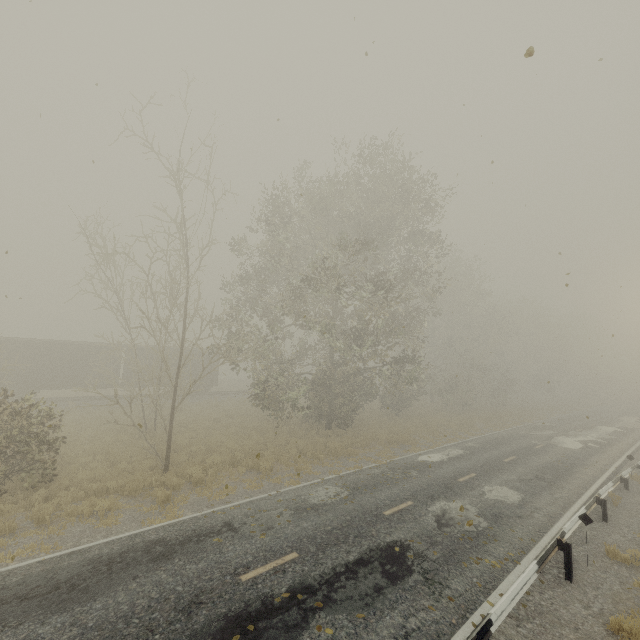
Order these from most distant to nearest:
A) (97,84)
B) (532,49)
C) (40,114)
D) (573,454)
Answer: (573,454) → (97,84) → (40,114) → (532,49)

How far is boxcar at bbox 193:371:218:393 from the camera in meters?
33.7 m

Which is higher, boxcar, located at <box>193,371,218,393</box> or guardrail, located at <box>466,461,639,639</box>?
boxcar, located at <box>193,371,218,393</box>

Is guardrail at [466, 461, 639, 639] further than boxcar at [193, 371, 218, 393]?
No

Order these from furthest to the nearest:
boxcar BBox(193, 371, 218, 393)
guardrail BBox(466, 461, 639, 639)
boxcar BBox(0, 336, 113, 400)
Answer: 1. boxcar BBox(193, 371, 218, 393)
2. boxcar BBox(0, 336, 113, 400)
3. guardrail BBox(466, 461, 639, 639)

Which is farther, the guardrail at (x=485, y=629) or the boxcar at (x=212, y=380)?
the boxcar at (x=212, y=380)
